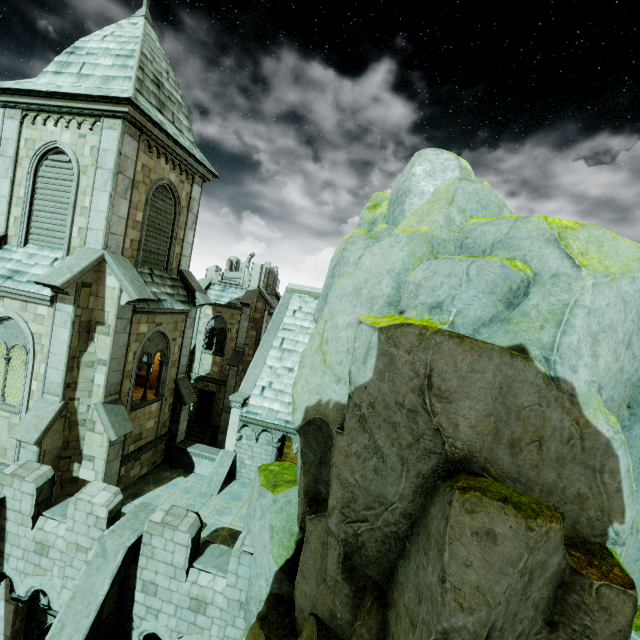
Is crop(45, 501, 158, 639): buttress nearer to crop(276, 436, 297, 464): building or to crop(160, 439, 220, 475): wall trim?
crop(276, 436, 297, 464): building

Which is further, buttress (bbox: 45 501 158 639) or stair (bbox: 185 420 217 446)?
stair (bbox: 185 420 217 446)

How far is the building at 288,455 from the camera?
18.53m

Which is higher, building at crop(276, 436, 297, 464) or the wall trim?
the wall trim

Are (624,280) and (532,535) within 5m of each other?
yes

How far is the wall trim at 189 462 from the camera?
14.71m

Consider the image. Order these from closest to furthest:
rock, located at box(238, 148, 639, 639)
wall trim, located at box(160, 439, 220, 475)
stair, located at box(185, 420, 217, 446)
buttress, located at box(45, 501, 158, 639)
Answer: rock, located at box(238, 148, 639, 639)
buttress, located at box(45, 501, 158, 639)
wall trim, located at box(160, 439, 220, 475)
stair, located at box(185, 420, 217, 446)

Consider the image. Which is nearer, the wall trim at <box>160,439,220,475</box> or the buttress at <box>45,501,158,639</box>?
the buttress at <box>45,501,158,639</box>
